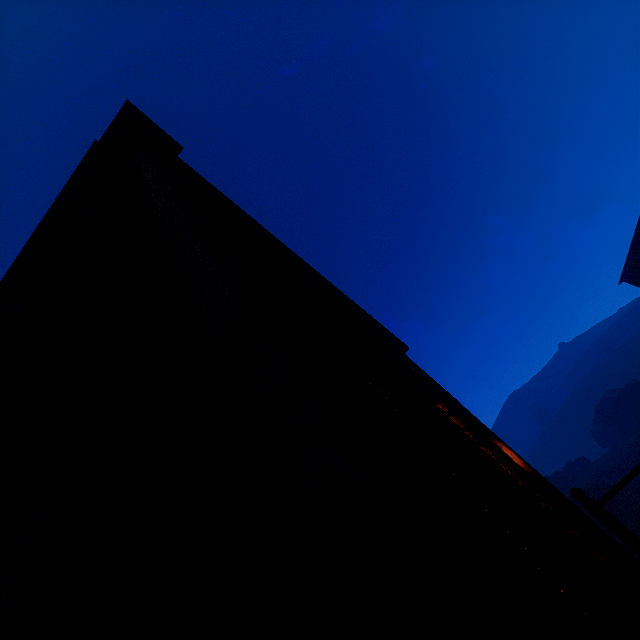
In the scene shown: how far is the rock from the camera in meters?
38.3 m

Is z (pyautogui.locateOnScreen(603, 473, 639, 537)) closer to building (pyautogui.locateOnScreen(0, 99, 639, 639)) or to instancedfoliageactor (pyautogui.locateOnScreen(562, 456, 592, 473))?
building (pyautogui.locateOnScreen(0, 99, 639, 639))

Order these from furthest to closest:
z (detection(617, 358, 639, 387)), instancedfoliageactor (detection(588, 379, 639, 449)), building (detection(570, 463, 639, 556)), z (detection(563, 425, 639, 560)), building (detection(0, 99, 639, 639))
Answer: z (detection(617, 358, 639, 387))
instancedfoliageactor (detection(588, 379, 639, 449))
z (detection(563, 425, 639, 560))
building (detection(570, 463, 639, 556))
building (detection(0, 99, 639, 639))

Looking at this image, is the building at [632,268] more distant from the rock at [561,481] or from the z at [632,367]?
the z at [632,367]

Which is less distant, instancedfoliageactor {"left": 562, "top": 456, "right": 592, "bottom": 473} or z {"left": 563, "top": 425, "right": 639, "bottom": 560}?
z {"left": 563, "top": 425, "right": 639, "bottom": 560}

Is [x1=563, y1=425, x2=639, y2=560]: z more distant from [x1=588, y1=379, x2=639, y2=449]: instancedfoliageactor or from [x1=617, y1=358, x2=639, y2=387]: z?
[x1=617, y1=358, x2=639, y2=387]: z

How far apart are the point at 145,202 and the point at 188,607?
3.20m

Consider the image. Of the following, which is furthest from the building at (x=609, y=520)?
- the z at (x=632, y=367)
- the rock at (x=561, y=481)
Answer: the z at (x=632, y=367)
